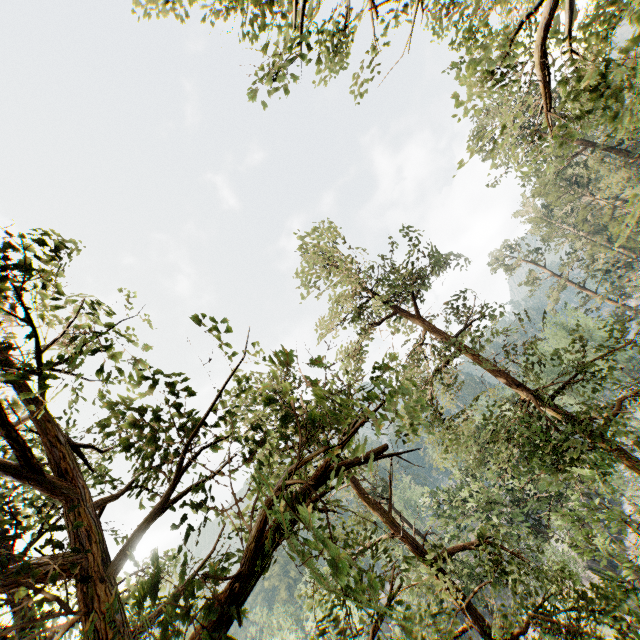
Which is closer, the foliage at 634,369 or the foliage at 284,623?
the foliage at 634,369

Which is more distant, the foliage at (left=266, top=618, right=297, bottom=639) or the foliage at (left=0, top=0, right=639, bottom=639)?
the foliage at (left=266, top=618, right=297, bottom=639)

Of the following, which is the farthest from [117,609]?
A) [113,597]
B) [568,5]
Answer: [568,5]
